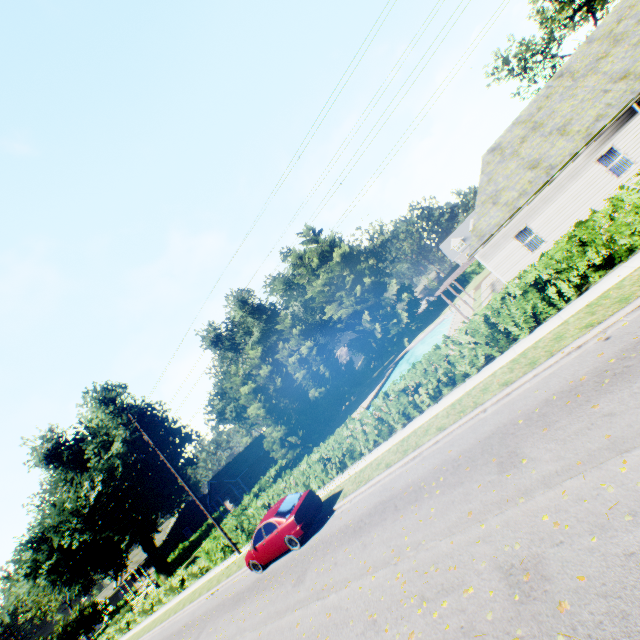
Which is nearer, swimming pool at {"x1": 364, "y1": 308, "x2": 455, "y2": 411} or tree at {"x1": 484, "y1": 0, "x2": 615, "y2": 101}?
swimming pool at {"x1": 364, "y1": 308, "x2": 455, "y2": 411}

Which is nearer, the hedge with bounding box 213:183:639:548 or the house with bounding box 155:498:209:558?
the hedge with bounding box 213:183:639:548

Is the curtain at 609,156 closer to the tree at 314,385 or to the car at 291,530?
the tree at 314,385

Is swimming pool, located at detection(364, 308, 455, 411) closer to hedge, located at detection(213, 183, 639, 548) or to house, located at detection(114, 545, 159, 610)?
hedge, located at detection(213, 183, 639, 548)

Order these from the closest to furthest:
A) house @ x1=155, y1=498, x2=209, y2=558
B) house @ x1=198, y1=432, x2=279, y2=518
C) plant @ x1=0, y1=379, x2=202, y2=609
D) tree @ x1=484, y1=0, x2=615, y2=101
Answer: plant @ x1=0, y1=379, x2=202, y2=609
tree @ x1=484, y1=0, x2=615, y2=101
house @ x1=198, y1=432, x2=279, y2=518
house @ x1=155, y1=498, x2=209, y2=558

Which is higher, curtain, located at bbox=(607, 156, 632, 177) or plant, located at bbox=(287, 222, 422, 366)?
plant, located at bbox=(287, 222, 422, 366)

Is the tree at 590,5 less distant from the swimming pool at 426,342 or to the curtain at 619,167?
the swimming pool at 426,342

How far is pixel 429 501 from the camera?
8.02m
